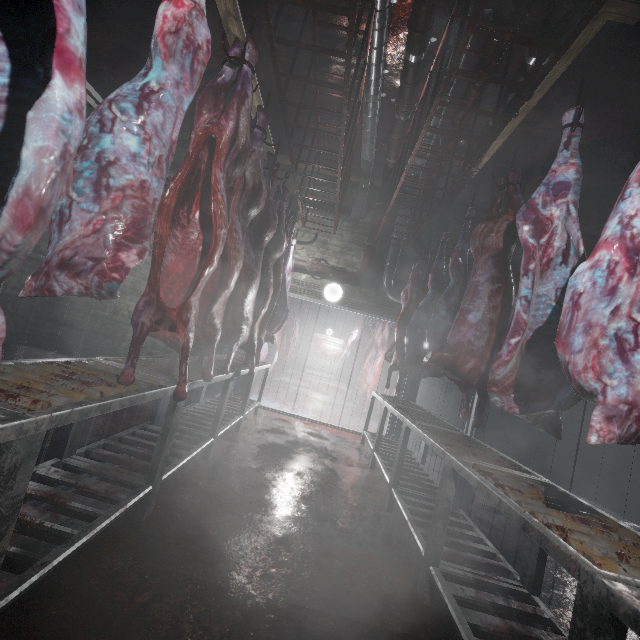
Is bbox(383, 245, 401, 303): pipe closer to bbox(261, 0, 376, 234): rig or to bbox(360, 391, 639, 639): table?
bbox(261, 0, 376, 234): rig

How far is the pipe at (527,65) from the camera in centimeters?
278cm

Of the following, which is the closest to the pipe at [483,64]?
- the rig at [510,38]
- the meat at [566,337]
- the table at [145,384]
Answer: the rig at [510,38]

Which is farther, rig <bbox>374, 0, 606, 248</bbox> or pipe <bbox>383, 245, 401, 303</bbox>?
pipe <bbox>383, 245, 401, 303</bbox>

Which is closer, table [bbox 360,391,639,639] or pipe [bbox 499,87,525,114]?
table [bbox 360,391,639,639]

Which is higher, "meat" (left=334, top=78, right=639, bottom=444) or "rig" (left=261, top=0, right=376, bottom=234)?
"rig" (left=261, top=0, right=376, bottom=234)

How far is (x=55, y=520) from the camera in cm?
135

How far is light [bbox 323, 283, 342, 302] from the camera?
5.4 meters
